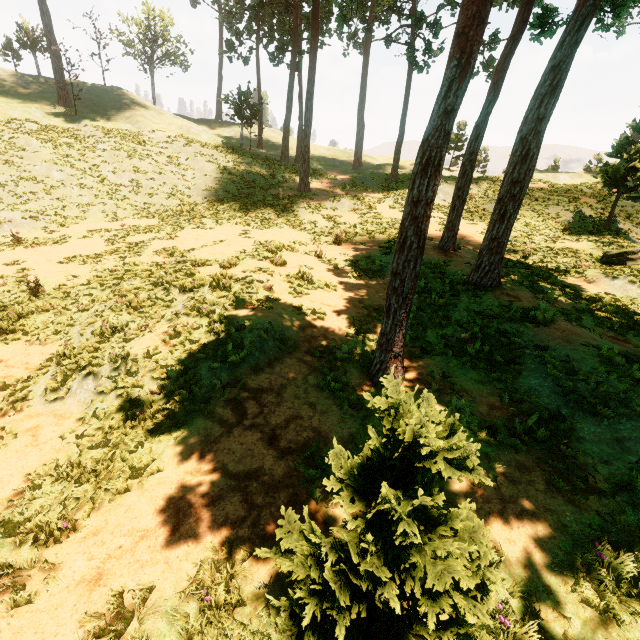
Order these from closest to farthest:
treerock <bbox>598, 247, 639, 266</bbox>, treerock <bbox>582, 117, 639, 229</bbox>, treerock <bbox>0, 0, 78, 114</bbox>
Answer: treerock <bbox>598, 247, 639, 266</bbox>
treerock <bbox>582, 117, 639, 229</bbox>
treerock <bbox>0, 0, 78, 114</bbox>

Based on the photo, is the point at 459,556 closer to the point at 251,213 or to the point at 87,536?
the point at 87,536

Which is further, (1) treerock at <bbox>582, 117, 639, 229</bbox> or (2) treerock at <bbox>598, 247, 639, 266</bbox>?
(1) treerock at <bbox>582, 117, 639, 229</bbox>

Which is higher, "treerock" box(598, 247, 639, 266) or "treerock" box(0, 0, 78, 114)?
"treerock" box(0, 0, 78, 114)

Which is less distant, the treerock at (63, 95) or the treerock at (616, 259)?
the treerock at (616, 259)
